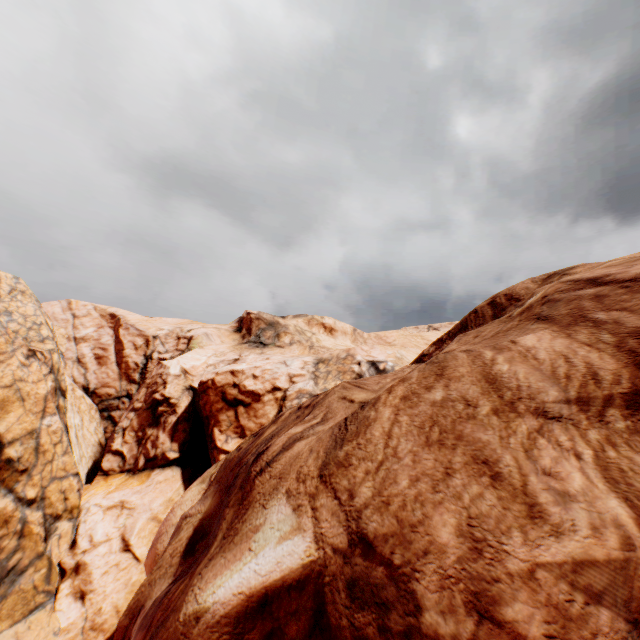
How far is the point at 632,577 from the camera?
2.6m
